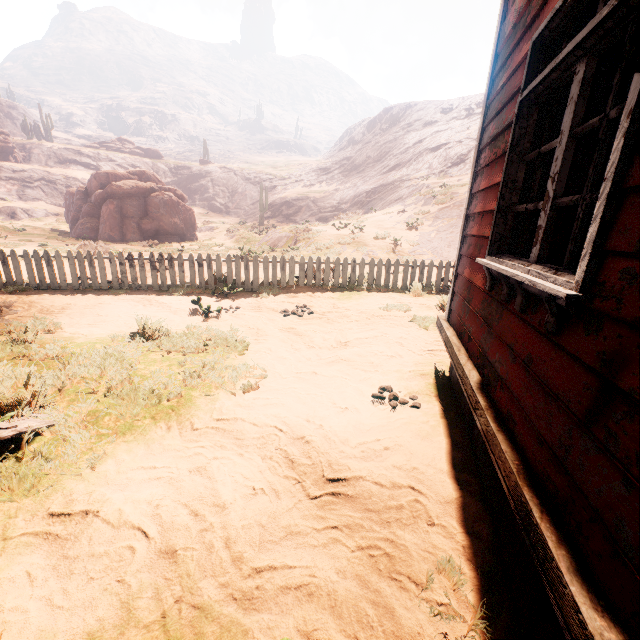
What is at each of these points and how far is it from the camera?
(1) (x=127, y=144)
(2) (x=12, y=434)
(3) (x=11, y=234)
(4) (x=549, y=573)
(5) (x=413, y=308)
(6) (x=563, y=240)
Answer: (1) rock, 55.1m
(2) building, 2.7m
(3) z, 21.6m
(4) building, 1.1m
(5) z, 7.3m
(6) stove, 3.0m

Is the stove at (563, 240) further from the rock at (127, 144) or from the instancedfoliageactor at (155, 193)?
the rock at (127, 144)

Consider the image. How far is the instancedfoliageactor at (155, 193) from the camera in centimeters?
2181cm

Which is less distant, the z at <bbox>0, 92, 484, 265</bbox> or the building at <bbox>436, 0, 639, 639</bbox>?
the building at <bbox>436, 0, 639, 639</bbox>

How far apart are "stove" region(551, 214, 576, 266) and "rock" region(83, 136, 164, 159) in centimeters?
6535cm

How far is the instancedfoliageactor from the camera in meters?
21.8

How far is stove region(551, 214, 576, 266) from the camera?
2.9 meters

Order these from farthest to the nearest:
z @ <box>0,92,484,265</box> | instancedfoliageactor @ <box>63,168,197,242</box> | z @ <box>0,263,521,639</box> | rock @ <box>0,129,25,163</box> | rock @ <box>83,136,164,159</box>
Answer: rock @ <box>83,136,164,159</box> → rock @ <box>0,129,25,163</box> → instancedfoliageactor @ <box>63,168,197,242</box> → z @ <box>0,92,484,265</box> → z @ <box>0,263,521,639</box>
